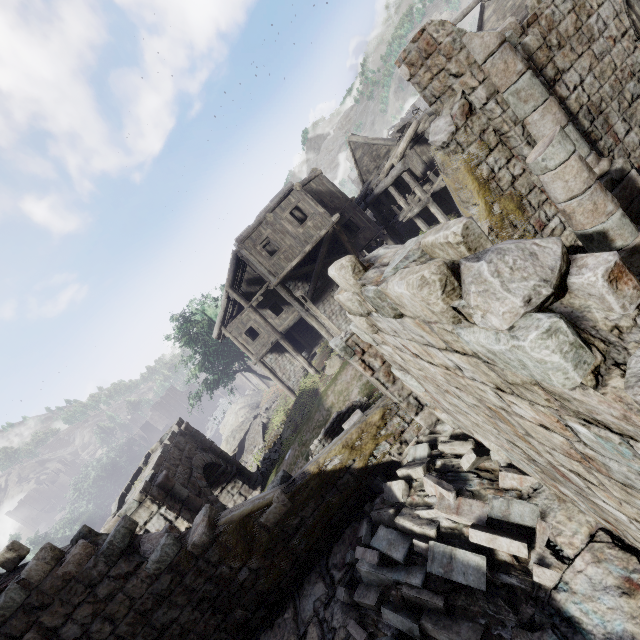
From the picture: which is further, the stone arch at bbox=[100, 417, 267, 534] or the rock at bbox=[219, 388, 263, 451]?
the rock at bbox=[219, 388, 263, 451]

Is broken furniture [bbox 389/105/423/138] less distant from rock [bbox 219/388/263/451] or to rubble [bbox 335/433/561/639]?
rubble [bbox 335/433/561/639]

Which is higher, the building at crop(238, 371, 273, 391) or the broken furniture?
the broken furniture

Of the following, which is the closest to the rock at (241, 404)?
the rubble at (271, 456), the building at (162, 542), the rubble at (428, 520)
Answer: the building at (162, 542)

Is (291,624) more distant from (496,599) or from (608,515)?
(608,515)

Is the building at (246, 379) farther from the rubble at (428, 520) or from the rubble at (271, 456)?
the rubble at (271, 456)

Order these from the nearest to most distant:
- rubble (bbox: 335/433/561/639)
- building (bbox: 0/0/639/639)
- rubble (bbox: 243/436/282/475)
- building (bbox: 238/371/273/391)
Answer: building (bbox: 0/0/639/639) < rubble (bbox: 335/433/561/639) < rubble (bbox: 243/436/282/475) < building (bbox: 238/371/273/391)

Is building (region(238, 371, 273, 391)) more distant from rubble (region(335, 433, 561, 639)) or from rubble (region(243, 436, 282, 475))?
rubble (region(243, 436, 282, 475))
